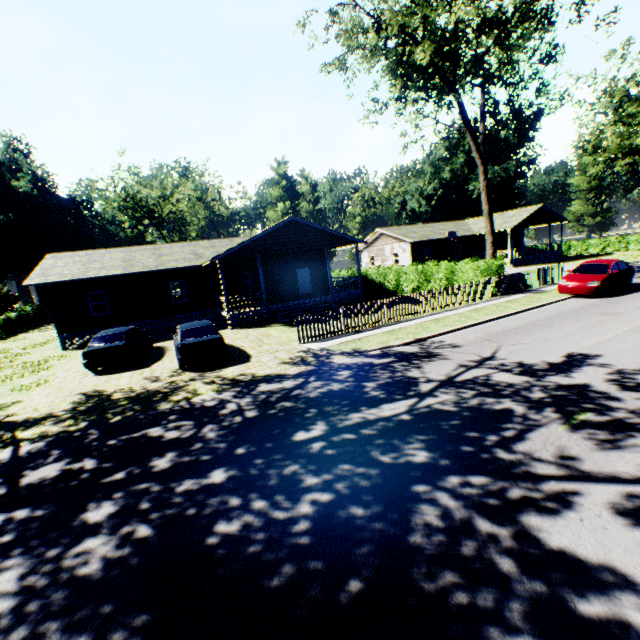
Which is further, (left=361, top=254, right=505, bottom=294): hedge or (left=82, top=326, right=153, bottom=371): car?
(left=361, top=254, right=505, bottom=294): hedge

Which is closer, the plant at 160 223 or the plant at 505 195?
the plant at 505 195

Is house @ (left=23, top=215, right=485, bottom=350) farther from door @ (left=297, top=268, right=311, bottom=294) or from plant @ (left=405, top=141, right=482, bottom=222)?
plant @ (left=405, top=141, right=482, bottom=222)

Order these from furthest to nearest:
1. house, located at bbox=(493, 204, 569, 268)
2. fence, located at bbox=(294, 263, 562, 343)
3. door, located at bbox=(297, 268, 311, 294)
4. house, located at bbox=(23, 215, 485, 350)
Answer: house, located at bbox=(493, 204, 569, 268) → door, located at bbox=(297, 268, 311, 294) → house, located at bbox=(23, 215, 485, 350) → fence, located at bbox=(294, 263, 562, 343)

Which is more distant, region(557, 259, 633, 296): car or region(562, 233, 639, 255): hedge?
region(562, 233, 639, 255): hedge

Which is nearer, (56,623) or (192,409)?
(56,623)

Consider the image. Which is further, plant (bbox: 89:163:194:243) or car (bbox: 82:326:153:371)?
plant (bbox: 89:163:194:243)

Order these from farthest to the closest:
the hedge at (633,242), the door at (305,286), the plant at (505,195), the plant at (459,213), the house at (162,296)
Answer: the plant at (459,213), the plant at (505,195), the hedge at (633,242), the door at (305,286), the house at (162,296)
